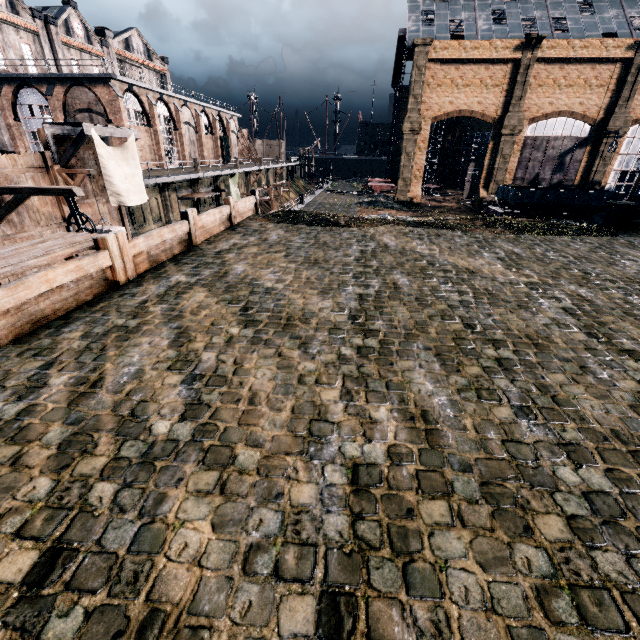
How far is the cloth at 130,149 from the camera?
19.27m

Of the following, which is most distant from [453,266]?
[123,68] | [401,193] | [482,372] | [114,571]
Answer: [123,68]

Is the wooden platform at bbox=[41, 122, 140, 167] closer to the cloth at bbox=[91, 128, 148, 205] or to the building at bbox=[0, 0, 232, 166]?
the cloth at bbox=[91, 128, 148, 205]

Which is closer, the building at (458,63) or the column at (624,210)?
the column at (624,210)

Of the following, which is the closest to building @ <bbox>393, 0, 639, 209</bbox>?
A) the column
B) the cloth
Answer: the column

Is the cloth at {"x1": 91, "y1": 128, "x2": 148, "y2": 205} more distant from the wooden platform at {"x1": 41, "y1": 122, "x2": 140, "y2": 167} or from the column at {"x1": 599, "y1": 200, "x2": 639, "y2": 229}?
the column at {"x1": 599, "y1": 200, "x2": 639, "y2": 229}

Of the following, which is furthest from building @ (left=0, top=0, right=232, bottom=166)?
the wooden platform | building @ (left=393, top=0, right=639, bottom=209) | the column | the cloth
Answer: the column

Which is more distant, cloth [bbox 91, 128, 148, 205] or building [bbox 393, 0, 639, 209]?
building [bbox 393, 0, 639, 209]
